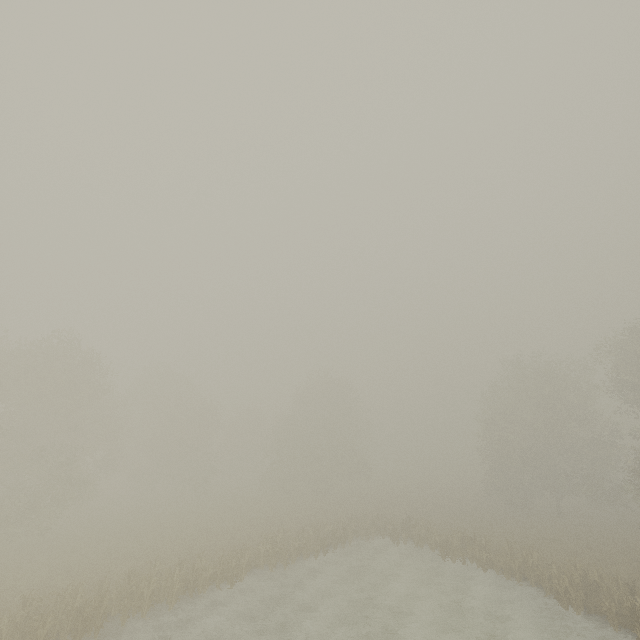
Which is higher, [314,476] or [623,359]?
[623,359]
